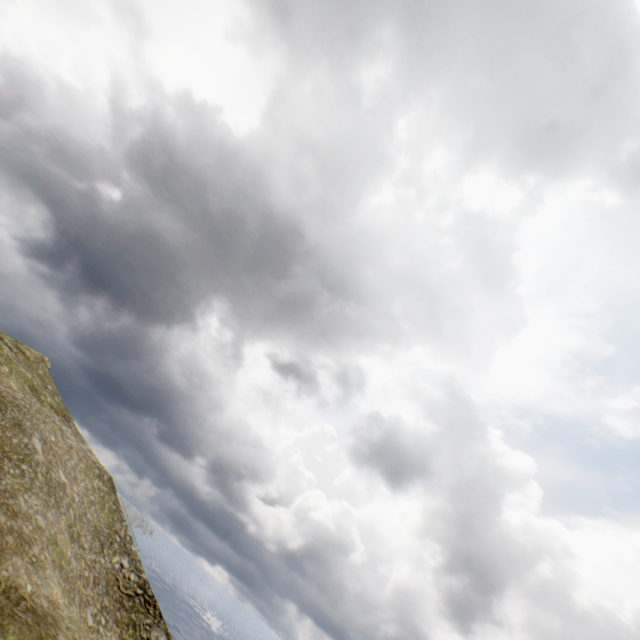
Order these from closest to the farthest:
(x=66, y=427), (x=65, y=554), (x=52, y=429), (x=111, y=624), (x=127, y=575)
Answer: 1. (x=65, y=554)
2. (x=111, y=624)
3. (x=52, y=429)
4. (x=127, y=575)
5. (x=66, y=427)
